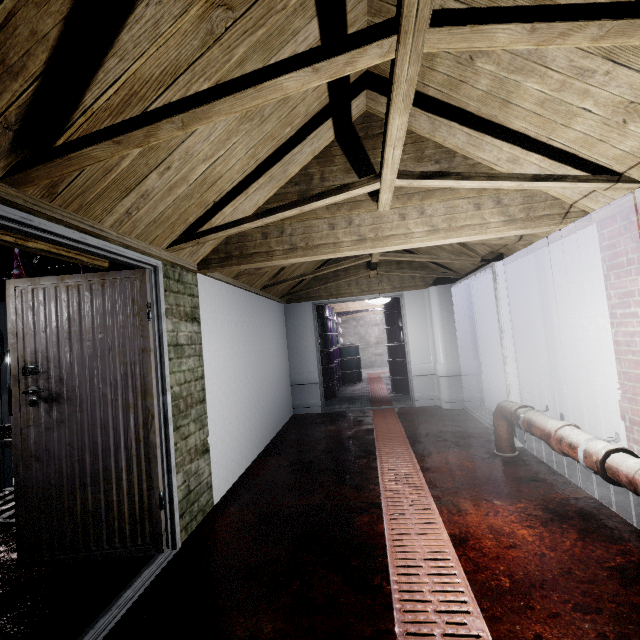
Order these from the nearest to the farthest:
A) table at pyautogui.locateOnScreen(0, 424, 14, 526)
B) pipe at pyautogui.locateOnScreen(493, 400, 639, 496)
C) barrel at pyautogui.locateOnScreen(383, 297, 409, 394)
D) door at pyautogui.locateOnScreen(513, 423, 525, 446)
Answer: pipe at pyautogui.locateOnScreen(493, 400, 639, 496)
table at pyautogui.locateOnScreen(0, 424, 14, 526)
door at pyautogui.locateOnScreen(513, 423, 525, 446)
barrel at pyautogui.locateOnScreen(383, 297, 409, 394)

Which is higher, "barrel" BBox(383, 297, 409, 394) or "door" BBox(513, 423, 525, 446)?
"barrel" BBox(383, 297, 409, 394)

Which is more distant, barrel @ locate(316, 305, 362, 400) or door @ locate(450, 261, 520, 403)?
barrel @ locate(316, 305, 362, 400)

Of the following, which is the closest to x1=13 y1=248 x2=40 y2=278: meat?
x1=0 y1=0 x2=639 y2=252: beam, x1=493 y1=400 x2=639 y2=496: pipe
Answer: x1=0 y1=0 x2=639 y2=252: beam

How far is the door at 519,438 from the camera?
3.4 meters

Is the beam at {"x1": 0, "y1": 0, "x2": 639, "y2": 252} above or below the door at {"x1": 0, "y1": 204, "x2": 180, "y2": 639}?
above

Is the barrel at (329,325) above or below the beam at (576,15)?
below

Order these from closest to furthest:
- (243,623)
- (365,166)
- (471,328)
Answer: (243,623) < (365,166) < (471,328)
